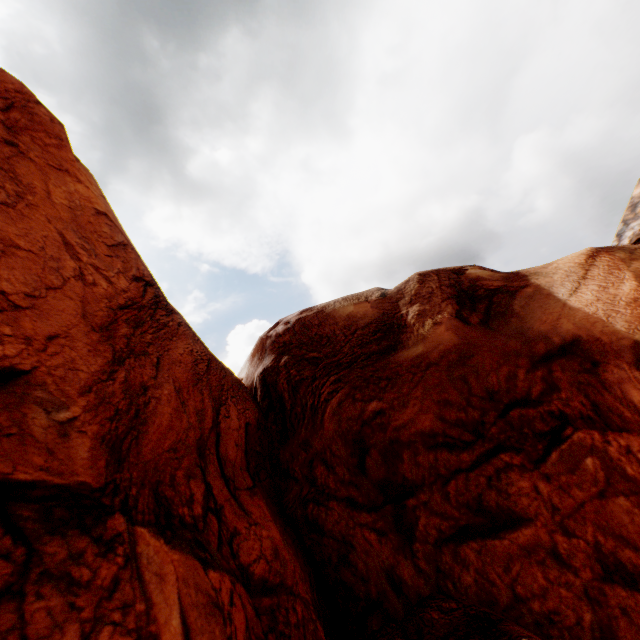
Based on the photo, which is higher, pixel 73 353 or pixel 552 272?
pixel 73 353
